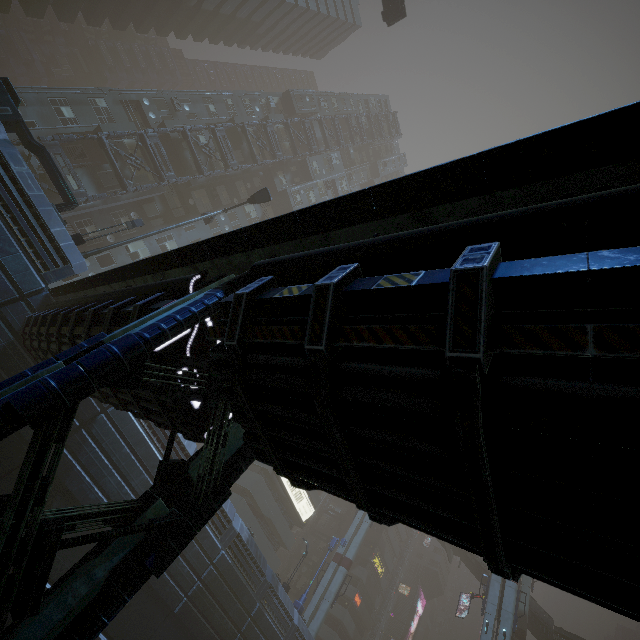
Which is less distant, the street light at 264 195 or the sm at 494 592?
the street light at 264 195

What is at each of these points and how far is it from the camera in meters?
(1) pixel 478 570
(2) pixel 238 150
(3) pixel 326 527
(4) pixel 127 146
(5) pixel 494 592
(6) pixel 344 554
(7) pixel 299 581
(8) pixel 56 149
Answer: (1) stairs, 42.7 m
(2) building, 37.2 m
(3) building, 53.4 m
(4) building, 28.0 m
(5) sm, 29.6 m
(6) sm, 37.2 m
(7) building, 47.3 m
(8) building structure, 23.4 m

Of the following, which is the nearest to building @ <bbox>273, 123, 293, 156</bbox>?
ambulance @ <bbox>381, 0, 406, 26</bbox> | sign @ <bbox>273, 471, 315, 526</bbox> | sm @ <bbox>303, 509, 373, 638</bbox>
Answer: sign @ <bbox>273, 471, 315, 526</bbox>

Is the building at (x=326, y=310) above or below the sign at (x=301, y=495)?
below

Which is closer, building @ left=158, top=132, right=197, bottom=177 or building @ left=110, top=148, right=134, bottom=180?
building @ left=110, top=148, right=134, bottom=180

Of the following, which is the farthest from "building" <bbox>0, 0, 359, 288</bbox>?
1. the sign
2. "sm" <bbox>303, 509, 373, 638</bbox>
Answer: "sm" <bbox>303, 509, 373, 638</bbox>

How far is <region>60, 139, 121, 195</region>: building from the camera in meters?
25.7

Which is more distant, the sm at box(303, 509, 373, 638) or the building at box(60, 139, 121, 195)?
the sm at box(303, 509, 373, 638)
